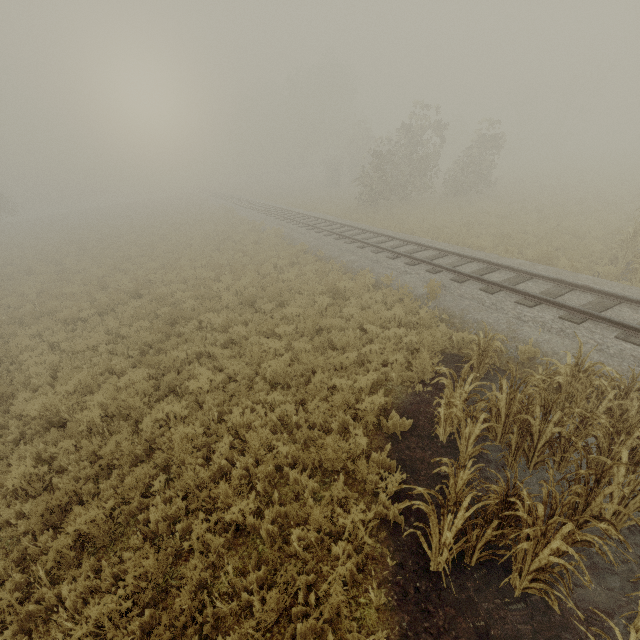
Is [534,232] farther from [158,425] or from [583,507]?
[158,425]
